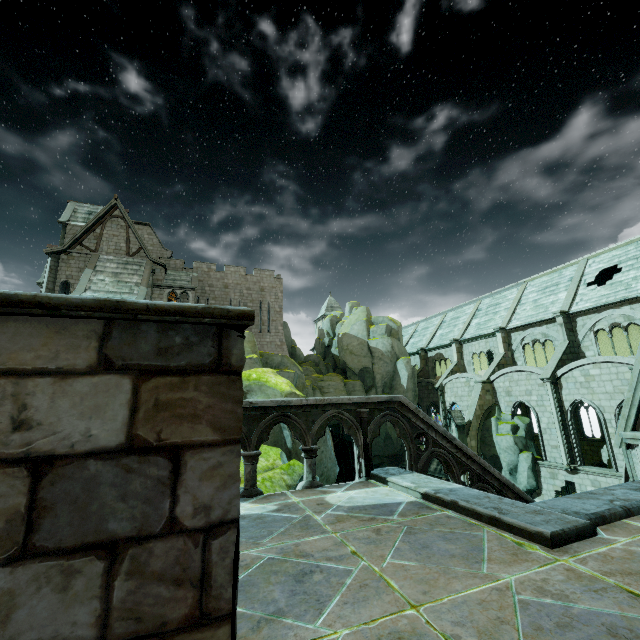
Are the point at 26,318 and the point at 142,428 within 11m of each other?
yes

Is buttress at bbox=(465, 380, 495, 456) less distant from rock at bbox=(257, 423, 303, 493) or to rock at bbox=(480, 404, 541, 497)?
rock at bbox=(480, 404, 541, 497)

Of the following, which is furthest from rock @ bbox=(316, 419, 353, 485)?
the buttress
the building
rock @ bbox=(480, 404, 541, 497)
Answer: the buttress

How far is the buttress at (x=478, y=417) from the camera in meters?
26.8 m

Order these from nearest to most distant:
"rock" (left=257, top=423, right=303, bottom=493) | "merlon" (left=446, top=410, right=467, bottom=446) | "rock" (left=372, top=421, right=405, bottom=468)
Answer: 1. "rock" (left=257, top=423, right=303, bottom=493)
2. "merlon" (left=446, top=410, right=467, bottom=446)
3. "rock" (left=372, top=421, right=405, bottom=468)

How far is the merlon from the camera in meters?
26.4

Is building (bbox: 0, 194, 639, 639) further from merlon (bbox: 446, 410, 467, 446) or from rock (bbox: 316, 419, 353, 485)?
merlon (bbox: 446, 410, 467, 446)

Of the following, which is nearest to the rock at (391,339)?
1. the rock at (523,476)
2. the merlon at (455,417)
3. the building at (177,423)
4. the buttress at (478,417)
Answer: the building at (177,423)
